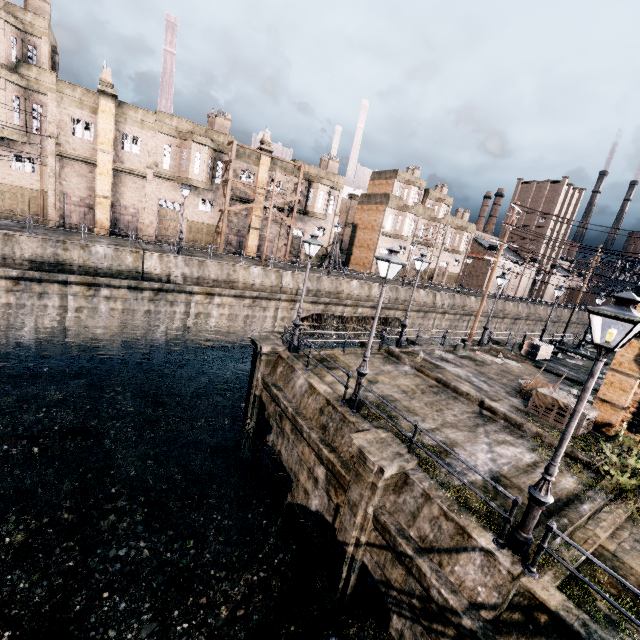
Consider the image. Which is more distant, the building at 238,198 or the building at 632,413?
the building at 238,198

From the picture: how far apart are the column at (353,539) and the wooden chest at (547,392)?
8.8m

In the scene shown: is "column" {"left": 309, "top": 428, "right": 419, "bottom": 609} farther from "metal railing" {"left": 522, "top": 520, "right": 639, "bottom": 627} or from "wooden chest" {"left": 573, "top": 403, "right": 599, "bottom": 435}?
"wooden chest" {"left": 573, "top": 403, "right": 599, "bottom": 435}

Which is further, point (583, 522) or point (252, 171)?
point (252, 171)

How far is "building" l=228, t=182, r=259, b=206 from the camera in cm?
3688

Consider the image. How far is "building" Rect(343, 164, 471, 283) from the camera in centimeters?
4991cm

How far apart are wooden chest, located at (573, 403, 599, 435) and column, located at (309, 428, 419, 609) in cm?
881

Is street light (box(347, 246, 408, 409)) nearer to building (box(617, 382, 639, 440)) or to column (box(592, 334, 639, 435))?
column (box(592, 334, 639, 435))
